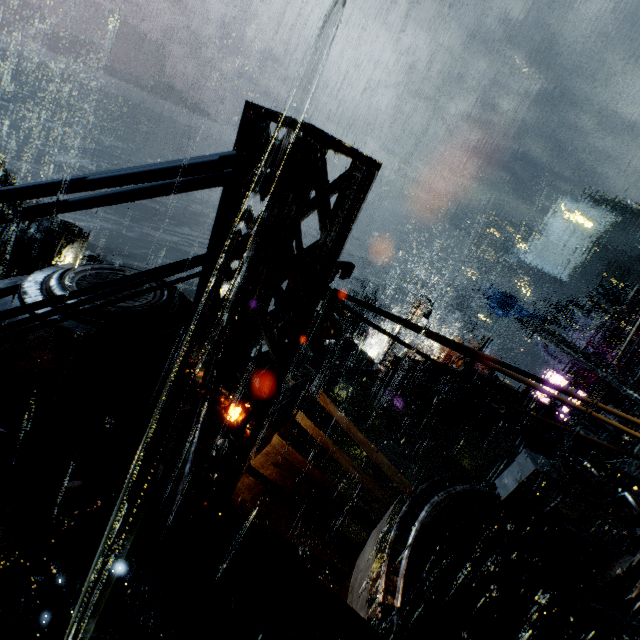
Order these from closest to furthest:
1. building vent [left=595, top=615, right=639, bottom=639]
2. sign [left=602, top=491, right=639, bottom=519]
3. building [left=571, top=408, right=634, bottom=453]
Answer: building vent [left=595, top=615, right=639, bottom=639], sign [left=602, top=491, right=639, bottom=519], building [left=571, top=408, right=634, bottom=453]

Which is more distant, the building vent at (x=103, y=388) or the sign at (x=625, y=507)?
the sign at (x=625, y=507)

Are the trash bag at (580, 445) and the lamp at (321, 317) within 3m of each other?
no

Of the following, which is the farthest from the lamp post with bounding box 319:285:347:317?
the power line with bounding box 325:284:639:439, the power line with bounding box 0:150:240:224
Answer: the power line with bounding box 0:150:240:224

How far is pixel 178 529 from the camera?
3.47m

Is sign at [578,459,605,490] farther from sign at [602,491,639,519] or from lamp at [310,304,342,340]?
lamp at [310,304,342,340]

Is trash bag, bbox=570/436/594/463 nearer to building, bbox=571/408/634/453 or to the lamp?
building, bbox=571/408/634/453

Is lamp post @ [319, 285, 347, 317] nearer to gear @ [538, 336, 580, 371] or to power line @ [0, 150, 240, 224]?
power line @ [0, 150, 240, 224]
